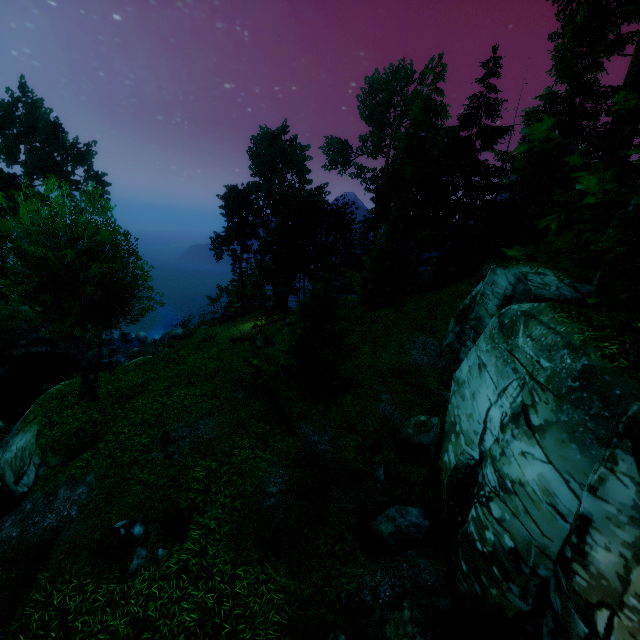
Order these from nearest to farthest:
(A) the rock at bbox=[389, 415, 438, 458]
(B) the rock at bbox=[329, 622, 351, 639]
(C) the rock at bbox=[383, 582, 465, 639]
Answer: (C) the rock at bbox=[383, 582, 465, 639]
(B) the rock at bbox=[329, 622, 351, 639]
(A) the rock at bbox=[389, 415, 438, 458]

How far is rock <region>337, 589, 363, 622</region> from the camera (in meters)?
7.74

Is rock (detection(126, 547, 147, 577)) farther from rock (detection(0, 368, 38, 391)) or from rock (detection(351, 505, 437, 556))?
rock (detection(0, 368, 38, 391))

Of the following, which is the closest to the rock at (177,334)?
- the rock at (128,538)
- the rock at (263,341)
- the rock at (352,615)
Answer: the rock at (263,341)

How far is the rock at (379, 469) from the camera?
12.0 meters

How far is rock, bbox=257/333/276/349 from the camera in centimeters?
2780cm

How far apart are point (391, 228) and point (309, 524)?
23.5 meters

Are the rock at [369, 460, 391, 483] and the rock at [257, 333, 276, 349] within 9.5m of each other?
no
